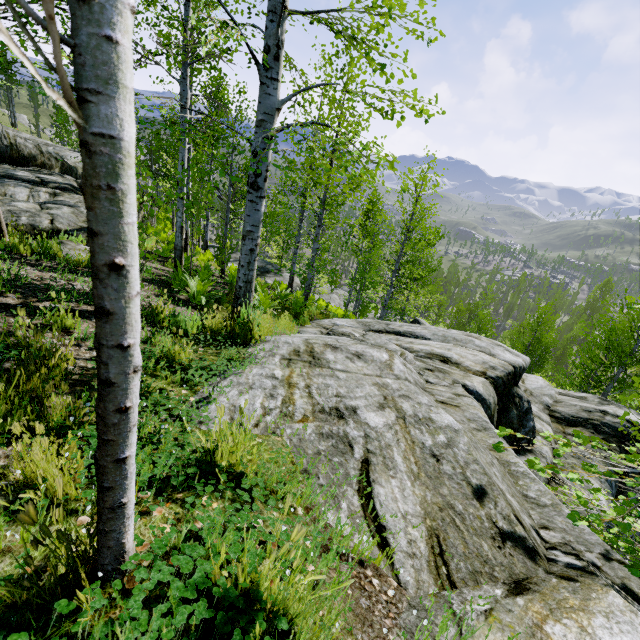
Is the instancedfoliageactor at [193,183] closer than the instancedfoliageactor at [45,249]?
Yes

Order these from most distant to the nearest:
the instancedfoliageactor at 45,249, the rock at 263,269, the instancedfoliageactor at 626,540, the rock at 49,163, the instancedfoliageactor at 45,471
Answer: the rock at 263,269 → the rock at 49,163 → the instancedfoliageactor at 45,249 → the instancedfoliageactor at 626,540 → the instancedfoliageactor at 45,471

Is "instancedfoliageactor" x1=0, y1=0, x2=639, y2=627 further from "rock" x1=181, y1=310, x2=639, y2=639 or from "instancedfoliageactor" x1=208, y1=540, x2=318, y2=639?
Result: "instancedfoliageactor" x1=208, y1=540, x2=318, y2=639

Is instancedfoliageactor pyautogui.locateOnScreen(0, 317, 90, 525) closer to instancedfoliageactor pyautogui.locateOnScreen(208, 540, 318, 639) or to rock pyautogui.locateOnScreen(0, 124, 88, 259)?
instancedfoliageactor pyautogui.locateOnScreen(208, 540, 318, 639)

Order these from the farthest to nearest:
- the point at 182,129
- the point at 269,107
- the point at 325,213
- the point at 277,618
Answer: the point at 325,213 → the point at 269,107 → the point at 182,129 → the point at 277,618

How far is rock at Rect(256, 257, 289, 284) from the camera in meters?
21.2 m

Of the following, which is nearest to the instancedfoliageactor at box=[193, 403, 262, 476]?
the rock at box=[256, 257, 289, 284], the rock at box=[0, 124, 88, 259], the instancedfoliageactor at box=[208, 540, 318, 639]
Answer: the rock at box=[256, 257, 289, 284]

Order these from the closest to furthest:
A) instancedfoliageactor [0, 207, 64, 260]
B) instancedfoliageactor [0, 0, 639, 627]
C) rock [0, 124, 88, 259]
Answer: instancedfoliageactor [0, 0, 639, 627]
instancedfoliageactor [0, 207, 64, 260]
rock [0, 124, 88, 259]
